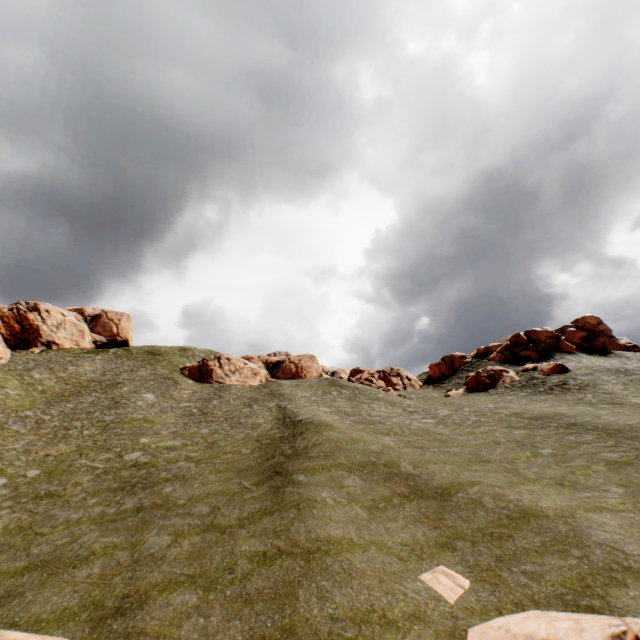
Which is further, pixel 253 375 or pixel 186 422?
pixel 253 375

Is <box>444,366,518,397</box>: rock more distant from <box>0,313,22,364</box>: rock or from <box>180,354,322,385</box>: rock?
<box>0,313,22,364</box>: rock

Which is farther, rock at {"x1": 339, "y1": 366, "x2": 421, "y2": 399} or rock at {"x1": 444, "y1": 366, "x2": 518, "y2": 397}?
rock at {"x1": 339, "y1": 366, "x2": 421, "y2": 399}

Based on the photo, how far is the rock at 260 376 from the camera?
53.5m

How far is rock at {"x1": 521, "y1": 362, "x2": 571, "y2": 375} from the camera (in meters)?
38.34

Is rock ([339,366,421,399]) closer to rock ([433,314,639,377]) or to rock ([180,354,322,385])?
rock ([433,314,639,377])

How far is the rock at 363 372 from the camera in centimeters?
4794cm
